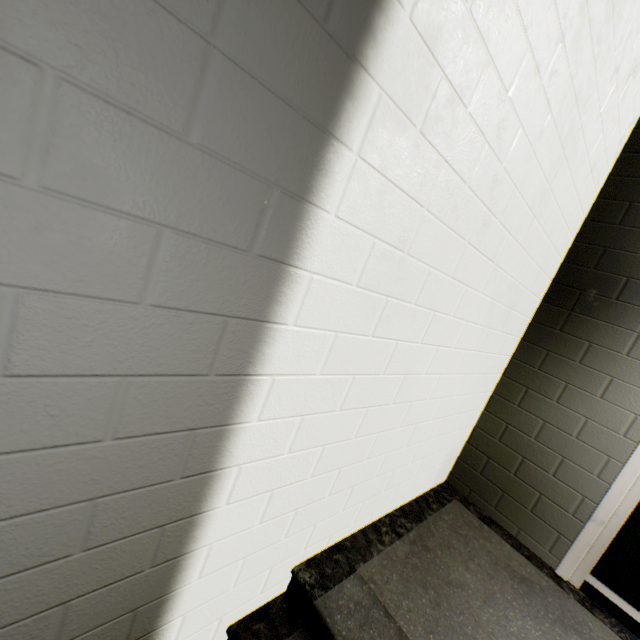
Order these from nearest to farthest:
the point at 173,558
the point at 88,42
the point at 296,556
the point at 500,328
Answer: the point at 88,42 → the point at 173,558 → the point at 296,556 → the point at 500,328
